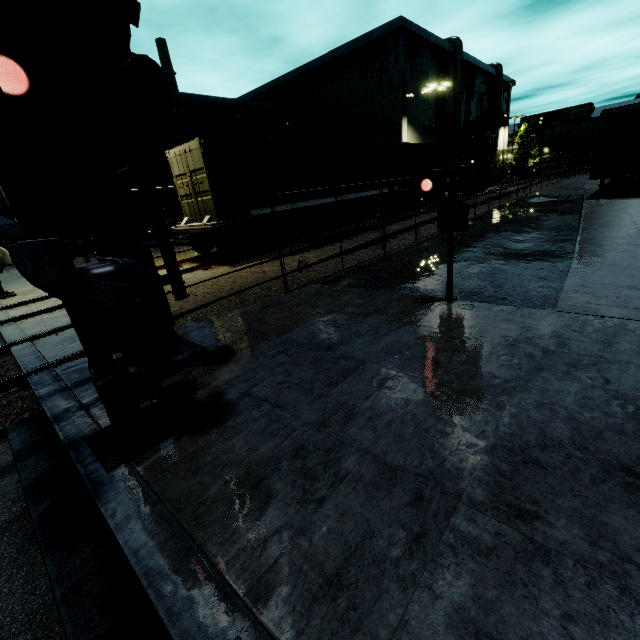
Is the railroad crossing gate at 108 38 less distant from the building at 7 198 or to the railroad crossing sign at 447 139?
the building at 7 198

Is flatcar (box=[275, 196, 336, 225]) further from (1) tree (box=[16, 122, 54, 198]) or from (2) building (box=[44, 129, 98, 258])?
(1) tree (box=[16, 122, 54, 198])

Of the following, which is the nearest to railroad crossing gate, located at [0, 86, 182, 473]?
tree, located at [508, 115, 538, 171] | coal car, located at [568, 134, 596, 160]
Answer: coal car, located at [568, 134, 596, 160]

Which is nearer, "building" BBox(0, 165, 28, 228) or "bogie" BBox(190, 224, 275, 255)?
"bogie" BBox(190, 224, 275, 255)

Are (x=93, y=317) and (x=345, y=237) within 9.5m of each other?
no

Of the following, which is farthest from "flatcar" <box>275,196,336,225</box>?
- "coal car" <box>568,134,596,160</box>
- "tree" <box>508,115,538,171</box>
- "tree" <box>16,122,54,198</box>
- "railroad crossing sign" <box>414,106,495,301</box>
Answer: "tree" <box>508,115,538,171</box>

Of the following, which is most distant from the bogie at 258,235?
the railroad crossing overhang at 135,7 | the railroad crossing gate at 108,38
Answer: the railroad crossing overhang at 135,7

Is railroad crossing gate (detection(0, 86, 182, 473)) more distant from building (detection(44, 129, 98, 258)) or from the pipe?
the pipe
